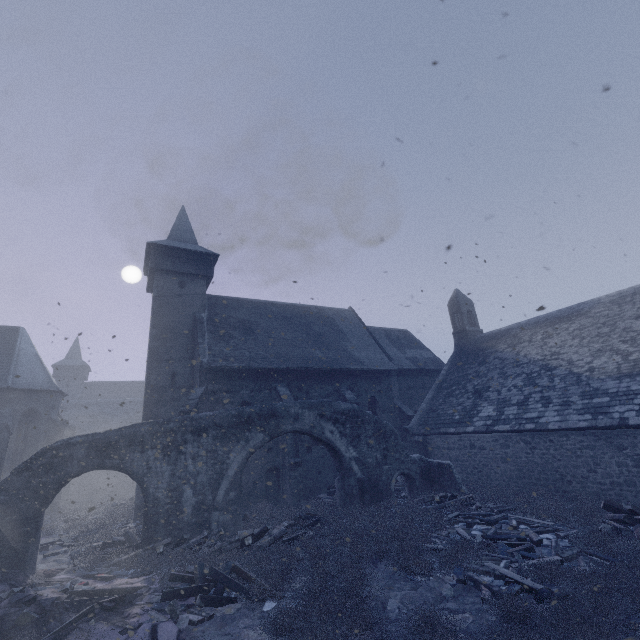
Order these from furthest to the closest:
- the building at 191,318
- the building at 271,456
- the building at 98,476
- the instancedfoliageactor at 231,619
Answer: the building at 98,476, the building at 271,456, the building at 191,318, the instancedfoliageactor at 231,619

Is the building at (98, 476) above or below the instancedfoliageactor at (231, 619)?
above

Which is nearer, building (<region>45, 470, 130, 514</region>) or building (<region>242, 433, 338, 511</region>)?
building (<region>242, 433, 338, 511</region>)

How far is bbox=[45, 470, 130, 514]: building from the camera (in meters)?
19.58

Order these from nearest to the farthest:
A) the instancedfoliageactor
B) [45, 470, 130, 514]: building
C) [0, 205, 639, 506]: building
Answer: the instancedfoliageactor
[0, 205, 639, 506]: building
[45, 470, 130, 514]: building

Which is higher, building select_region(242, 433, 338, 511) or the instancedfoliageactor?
building select_region(242, 433, 338, 511)

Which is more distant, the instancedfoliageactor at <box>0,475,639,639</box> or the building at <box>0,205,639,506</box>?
the building at <box>0,205,639,506</box>

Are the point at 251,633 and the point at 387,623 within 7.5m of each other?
yes
